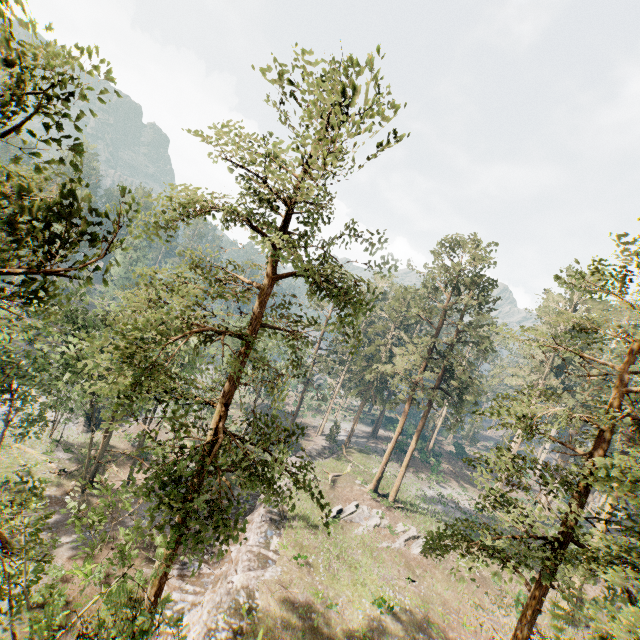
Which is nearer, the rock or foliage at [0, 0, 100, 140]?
foliage at [0, 0, 100, 140]

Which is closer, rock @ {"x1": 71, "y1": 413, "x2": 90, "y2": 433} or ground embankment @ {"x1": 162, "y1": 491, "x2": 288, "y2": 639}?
ground embankment @ {"x1": 162, "y1": 491, "x2": 288, "y2": 639}

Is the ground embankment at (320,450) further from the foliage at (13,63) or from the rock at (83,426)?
the rock at (83,426)

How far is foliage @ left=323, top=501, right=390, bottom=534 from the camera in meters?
29.8

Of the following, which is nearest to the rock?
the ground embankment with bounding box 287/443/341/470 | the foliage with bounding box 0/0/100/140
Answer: the foliage with bounding box 0/0/100/140

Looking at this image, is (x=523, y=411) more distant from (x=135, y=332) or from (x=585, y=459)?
(x=135, y=332)

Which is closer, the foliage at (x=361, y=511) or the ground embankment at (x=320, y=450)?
the foliage at (x=361, y=511)
